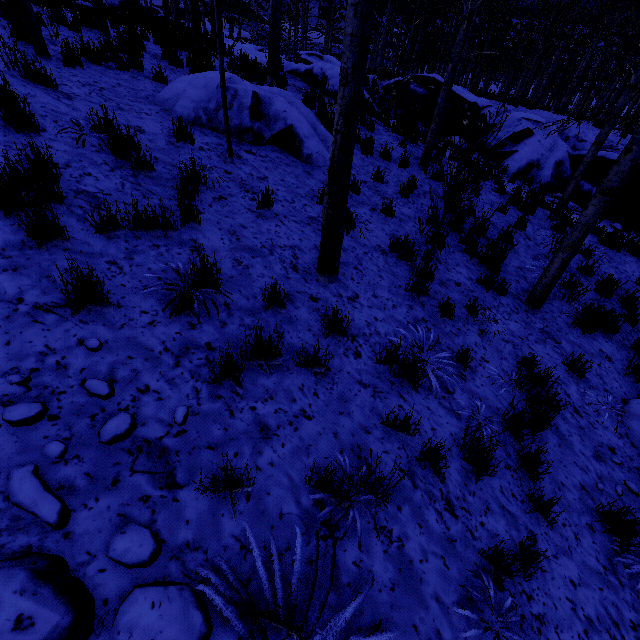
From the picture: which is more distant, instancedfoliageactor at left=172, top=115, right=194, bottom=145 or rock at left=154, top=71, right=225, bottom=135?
rock at left=154, top=71, right=225, bottom=135

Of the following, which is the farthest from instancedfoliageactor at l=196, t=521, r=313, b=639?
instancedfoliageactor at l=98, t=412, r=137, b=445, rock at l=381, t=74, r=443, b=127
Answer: rock at l=381, t=74, r=443, b=127

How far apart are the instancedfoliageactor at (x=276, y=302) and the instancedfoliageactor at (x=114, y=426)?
1.6 meters

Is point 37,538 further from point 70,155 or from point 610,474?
point 610,474

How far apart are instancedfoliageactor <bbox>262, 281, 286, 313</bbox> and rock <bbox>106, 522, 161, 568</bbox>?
2.11m

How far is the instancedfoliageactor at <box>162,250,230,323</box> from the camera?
2.8 meters

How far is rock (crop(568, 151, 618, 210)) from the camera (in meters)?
10.64

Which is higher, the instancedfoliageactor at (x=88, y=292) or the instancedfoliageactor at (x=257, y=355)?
the instancedfoliageactor at (x=88, y=292)
